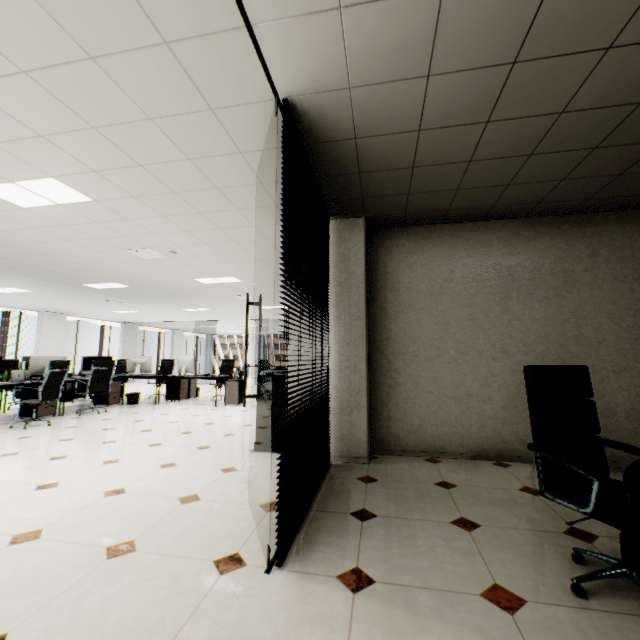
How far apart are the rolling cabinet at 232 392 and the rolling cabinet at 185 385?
1.57m

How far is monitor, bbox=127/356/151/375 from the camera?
8.65m

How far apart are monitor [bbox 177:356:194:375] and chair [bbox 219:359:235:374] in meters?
1.1 m

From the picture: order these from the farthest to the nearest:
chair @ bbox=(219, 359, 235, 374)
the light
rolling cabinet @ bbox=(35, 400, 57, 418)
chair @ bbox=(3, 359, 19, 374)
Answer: chair @ bbox=(219, 359, 235, 374), chair @ bbox=(3, 359, 19, 374), rolling cabinet @ bbox=(35, 400, 57, 418), the light

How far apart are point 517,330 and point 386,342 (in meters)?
1.60

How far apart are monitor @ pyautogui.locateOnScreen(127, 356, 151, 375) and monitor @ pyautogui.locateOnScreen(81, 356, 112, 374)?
0.33m

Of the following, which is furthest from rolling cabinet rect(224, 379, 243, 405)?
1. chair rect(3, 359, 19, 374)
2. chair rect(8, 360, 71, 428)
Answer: chair rect(3, 359, 19, 374)

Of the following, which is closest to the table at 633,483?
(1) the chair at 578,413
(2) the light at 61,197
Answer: (1) the chair at 578,413
